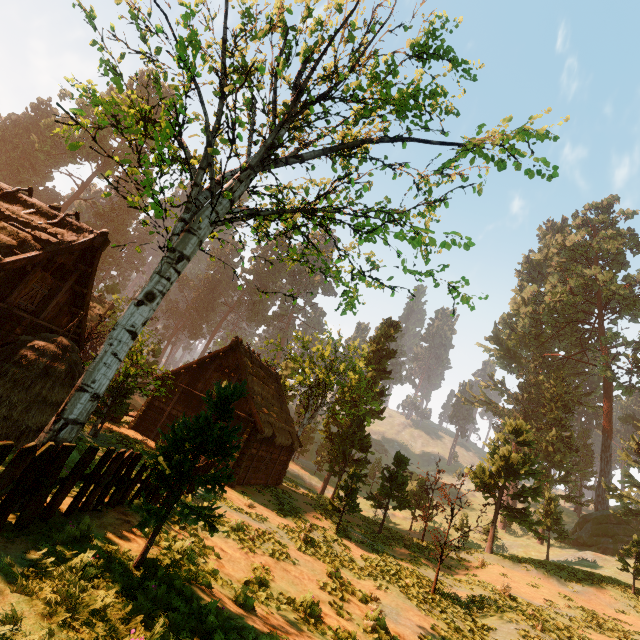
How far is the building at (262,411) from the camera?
19.3m

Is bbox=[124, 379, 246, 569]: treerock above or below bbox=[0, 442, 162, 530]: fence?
above

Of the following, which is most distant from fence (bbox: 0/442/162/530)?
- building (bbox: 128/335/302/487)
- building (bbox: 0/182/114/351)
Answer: building (bbox: 0/182/114/351)

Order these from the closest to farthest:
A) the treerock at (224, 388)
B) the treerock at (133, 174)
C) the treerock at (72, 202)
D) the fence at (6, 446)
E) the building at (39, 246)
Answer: the fence at (6, 446)
the treerock at (224, 388)
the treerock at (133, 174)
the building at (39, 246)
the treerock at (72, 202)

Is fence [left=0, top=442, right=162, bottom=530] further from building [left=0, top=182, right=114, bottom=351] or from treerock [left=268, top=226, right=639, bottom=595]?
building [left=0, top=182, right=114, bottom=351]

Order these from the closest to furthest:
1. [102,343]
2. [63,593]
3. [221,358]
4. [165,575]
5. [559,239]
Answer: [63,593]
[165,575]
[221,358]
[102,343]
[559,239]
